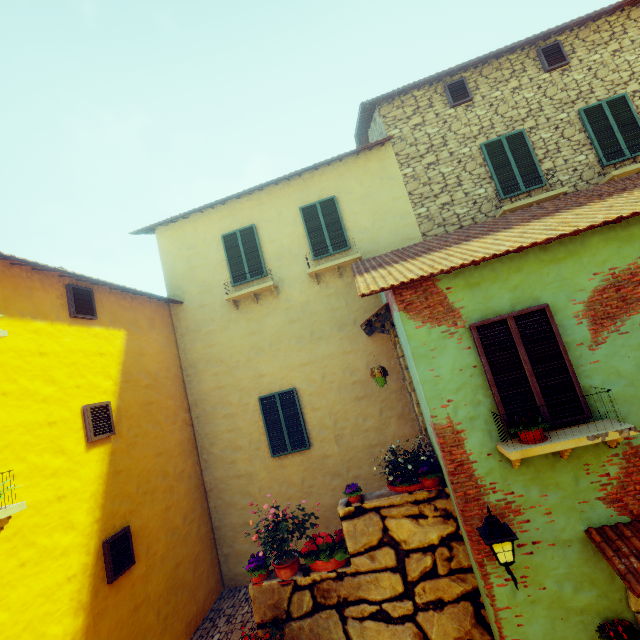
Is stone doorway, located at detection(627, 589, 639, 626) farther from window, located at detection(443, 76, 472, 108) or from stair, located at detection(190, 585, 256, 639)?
window, located at detection(443, 76, 472, 108)

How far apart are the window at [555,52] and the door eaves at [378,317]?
7.73m

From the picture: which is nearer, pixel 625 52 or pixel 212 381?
pixel 625 52

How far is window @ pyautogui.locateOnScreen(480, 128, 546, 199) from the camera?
8.27m

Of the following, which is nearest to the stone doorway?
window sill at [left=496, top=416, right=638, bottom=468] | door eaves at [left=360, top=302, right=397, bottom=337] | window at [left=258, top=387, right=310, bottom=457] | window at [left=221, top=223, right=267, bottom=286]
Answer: window sill at [left=496, top=416, right=638, bottom=468]

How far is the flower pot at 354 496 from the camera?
5.77m

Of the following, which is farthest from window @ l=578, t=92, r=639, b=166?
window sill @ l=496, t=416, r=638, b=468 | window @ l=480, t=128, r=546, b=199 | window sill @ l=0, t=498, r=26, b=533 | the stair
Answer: window sill @ l=0, t=498, r=26, b=533

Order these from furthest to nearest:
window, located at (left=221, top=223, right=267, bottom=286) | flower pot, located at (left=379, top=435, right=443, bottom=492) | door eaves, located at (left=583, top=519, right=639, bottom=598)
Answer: window, located at (left=221, top=223, right=267, bottom=286) < flower pot, located at (left=379, top=435, right=443, bottom=492) < door eaves, located at (left=583, top=519, right=639, bottom=598)
